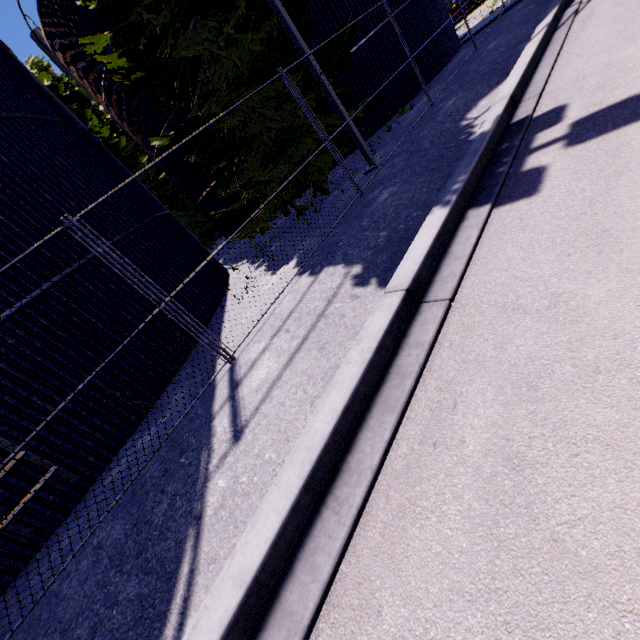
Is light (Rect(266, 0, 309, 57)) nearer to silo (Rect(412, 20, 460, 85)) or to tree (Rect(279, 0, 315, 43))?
tree (Rect(279, 0, 315, 43))

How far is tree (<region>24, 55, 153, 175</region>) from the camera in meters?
17.1 m

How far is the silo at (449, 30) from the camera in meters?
14.1 m

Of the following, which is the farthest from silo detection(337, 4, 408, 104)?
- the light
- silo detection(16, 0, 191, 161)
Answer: the light

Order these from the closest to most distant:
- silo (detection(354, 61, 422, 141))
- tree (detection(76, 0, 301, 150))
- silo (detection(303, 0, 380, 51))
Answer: tree (detection(76, 0, 301, 150)) → silo (detection(303, 0, 380, 51)) → silo (detection(354, 61, 422, 141))

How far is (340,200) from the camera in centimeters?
751cm

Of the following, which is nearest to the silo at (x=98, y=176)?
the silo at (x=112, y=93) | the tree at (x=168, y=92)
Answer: the tree at (x=168, y=92)
